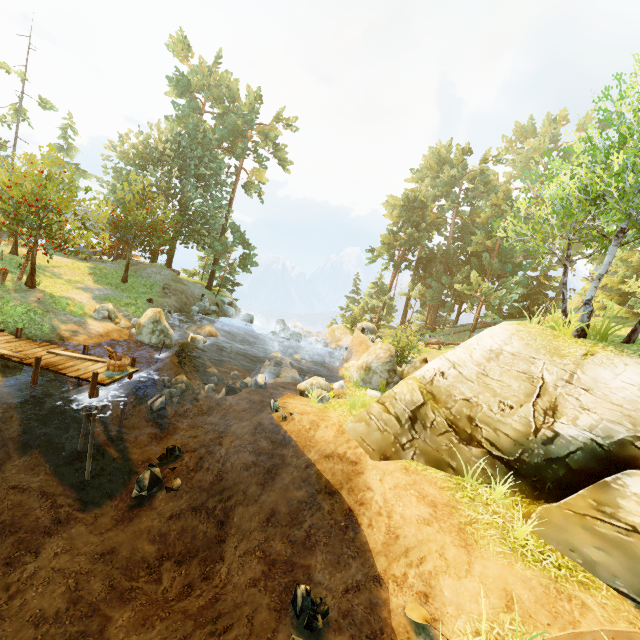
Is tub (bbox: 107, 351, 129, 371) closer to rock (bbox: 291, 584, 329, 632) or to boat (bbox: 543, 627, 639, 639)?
rock (bbox: 291, 584, 329, 632)

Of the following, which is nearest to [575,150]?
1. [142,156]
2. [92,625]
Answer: [92,625]

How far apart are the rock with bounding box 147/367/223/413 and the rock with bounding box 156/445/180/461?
2.9 meters

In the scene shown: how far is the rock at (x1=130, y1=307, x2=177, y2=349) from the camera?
16.6 meters

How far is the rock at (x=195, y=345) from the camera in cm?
1838

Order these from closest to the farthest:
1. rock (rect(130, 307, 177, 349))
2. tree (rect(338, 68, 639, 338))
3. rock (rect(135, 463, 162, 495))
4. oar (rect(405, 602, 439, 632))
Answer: oar (rect(405, 602, 439, 632)) → rock (rect(135, 463, 162, 495)) → tree (rect(338, 68, 639, 338)) → rock (rect(130, 307, 177, 349))

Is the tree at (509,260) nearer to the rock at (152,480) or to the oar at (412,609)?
the oar at (412,609)

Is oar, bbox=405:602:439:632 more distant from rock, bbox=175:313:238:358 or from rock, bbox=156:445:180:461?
rock, bbox=175:313:238:358
